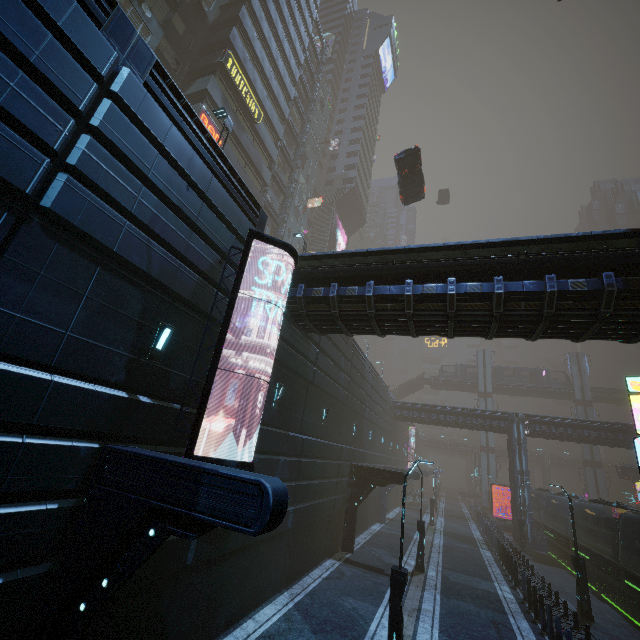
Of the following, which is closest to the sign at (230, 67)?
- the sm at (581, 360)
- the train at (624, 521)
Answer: the train at (624, 521)

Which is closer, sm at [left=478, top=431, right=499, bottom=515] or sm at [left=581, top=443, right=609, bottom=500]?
sm at [left=581, top=443, right=609, bottom=500]

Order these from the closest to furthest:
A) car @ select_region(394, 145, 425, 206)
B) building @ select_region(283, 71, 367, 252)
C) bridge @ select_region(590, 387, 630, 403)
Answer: car @ select_region(394, 145, 425, 206) < building @ select_region(283, 71, 367, 252) < bridge @ select_region(590, 387, 630, 403)

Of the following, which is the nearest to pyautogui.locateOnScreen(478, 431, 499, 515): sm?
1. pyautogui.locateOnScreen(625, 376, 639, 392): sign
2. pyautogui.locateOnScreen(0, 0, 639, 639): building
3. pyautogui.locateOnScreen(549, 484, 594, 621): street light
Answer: pyautogui.locateOnScreen(0, 0, 639, 639): building

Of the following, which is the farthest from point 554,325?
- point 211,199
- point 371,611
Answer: point 371,611

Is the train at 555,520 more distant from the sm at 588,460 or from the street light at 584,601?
the sm at 588,460

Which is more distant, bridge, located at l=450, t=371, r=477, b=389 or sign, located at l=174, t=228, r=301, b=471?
bridge, located at l=450, t=371, r=477, b=389

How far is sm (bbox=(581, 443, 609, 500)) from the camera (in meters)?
46.34
